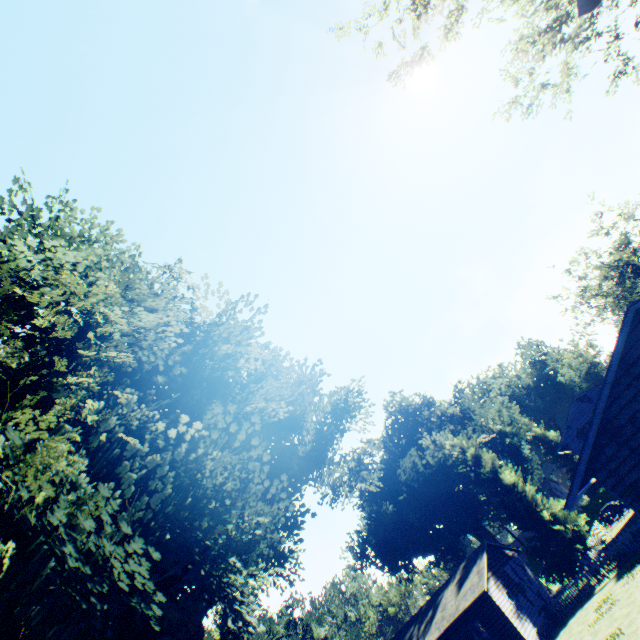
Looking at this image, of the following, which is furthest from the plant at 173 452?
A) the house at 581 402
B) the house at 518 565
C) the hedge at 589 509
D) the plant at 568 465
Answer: the plant at 568 465

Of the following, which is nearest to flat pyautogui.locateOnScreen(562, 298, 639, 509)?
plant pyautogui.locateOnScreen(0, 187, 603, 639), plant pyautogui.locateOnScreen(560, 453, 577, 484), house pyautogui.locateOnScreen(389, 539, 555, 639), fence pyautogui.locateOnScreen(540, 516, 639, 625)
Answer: fence pyautogui.locateOnScreen(540, 516, 639, 625)

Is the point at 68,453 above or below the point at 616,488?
Result: above

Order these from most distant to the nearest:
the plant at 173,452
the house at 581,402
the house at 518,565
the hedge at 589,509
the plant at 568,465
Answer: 1. the plant at 568,465
2. the hedge at 589,509
3. the house at 581,402
4. the house at 518,565
5. the plant at 173,452

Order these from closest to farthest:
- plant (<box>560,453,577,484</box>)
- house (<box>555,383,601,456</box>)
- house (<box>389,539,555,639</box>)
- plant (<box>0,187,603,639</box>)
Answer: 1. plant (<box>0,187,603,639</box>)
2. house (<box>389,539,555,639</box>)
3. house (<box>555,383,601,456</box>)
4. plant (<box>560,453,577,484</box>)

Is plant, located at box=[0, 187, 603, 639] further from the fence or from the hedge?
the hedge

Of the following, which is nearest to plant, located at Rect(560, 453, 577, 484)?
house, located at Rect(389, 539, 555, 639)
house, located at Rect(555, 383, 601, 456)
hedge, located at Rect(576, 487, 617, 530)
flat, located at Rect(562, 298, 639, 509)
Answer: hedge, located at Rect(576, 487, 617, 530)

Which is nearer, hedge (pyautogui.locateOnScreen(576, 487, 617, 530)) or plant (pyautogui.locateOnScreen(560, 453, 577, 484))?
hedge (pyautogui.locateOnScreen(576, 487, 617, 530))
